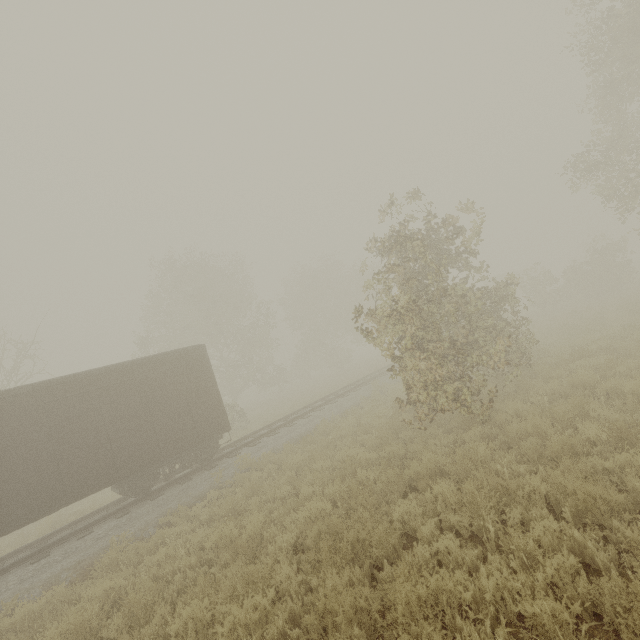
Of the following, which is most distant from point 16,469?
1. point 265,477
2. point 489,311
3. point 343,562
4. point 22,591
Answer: point 489,311
